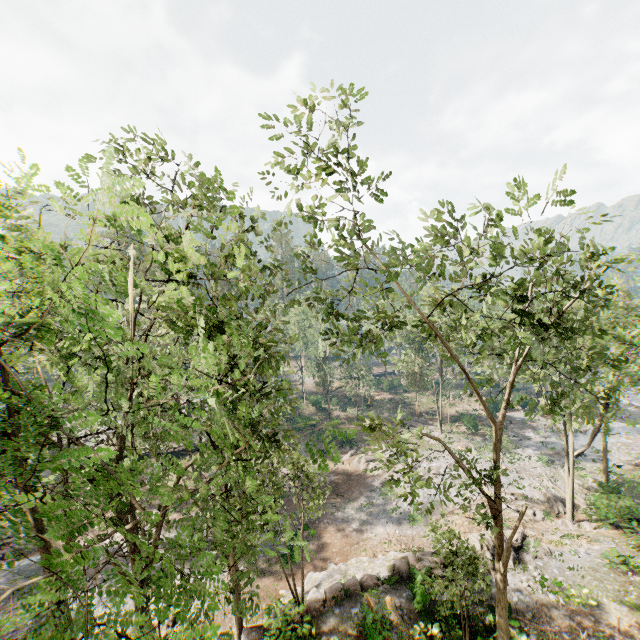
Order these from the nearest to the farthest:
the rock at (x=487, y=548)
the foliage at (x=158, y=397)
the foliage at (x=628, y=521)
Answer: the foliage at (x=158, y=397) < the foliage at (x=628, y=521) < the rock at (x=487, y=548)

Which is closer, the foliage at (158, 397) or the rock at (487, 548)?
the foliage at (158, 397)

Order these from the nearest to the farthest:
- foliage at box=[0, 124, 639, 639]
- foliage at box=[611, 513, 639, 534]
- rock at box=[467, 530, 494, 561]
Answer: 1. foliage at box=[0, 124, 639, 639]
2. foliage at box=[611, 513, 639, 534]
3. rock at box=[467, 530, 494, 561]

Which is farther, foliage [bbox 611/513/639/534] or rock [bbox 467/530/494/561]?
rock [bbox 467/530/494/561]

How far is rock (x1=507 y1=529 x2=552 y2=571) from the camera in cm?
2008

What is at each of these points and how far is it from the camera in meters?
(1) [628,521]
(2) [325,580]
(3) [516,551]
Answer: (1) foliage, 24.1
(2) rock, 20.7
(3) rock, 21.1

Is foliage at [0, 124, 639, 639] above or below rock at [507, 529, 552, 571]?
above
